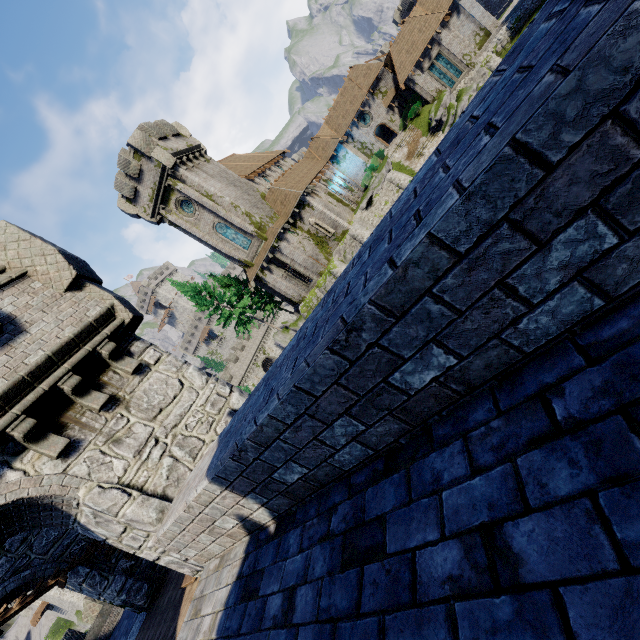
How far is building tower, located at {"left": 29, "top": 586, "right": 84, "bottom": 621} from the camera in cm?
3281

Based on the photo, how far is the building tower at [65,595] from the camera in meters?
32.8

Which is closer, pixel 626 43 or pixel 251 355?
pixel 626 43

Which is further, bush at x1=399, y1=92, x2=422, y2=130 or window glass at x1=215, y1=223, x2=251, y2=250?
bush at x1=399, y1=92, x2=422, y2=130

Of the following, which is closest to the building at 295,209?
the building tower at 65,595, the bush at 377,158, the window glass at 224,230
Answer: the bush at 377,158

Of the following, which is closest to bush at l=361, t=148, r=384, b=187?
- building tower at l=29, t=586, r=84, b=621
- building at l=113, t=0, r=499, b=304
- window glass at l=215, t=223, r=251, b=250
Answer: building at l=113, t=0, r=499, b=304

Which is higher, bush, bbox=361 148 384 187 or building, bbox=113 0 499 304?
building, bbox=113 0 499 304

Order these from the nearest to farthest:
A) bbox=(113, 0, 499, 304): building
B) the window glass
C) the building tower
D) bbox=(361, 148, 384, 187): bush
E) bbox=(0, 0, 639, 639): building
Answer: bbox=(0, 0, 639, 639): building
bbox=(113, 0, 499, 304): building
the window glass
the building tower
bbox=(361, 148, 384, 187): bush
